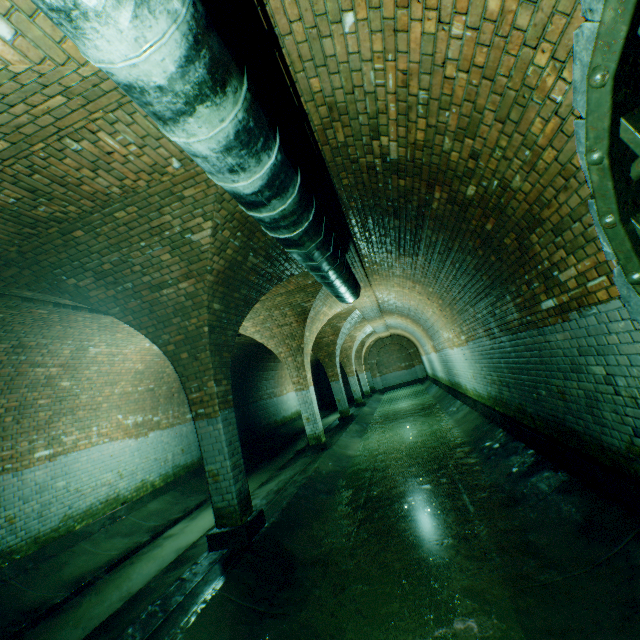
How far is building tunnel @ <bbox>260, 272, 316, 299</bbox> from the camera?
7.5 meters

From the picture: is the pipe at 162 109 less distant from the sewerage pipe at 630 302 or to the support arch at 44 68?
the support arch at 44 68

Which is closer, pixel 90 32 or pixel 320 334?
pixel 90 32

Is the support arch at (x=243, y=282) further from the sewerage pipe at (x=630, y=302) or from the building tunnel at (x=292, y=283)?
the sewerage pipe at (x=630, y=302)

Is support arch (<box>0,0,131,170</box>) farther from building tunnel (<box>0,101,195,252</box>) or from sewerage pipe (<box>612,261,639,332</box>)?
sewerage pipe (<box>612,261,639,332</box>)

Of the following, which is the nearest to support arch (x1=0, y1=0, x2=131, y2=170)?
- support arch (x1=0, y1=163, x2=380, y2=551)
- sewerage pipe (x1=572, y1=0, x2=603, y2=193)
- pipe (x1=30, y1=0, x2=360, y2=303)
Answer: pipe (x1=30, y1=0, x2=360, y2=303)

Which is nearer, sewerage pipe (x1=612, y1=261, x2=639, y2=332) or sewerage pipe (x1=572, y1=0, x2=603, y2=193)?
sewerage pipe (x1=572, y1=0, x2=603, y2=193)

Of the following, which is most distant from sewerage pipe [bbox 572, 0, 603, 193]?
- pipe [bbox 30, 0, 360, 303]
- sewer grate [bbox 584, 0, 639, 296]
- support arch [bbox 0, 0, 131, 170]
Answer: support arch [bbox 0, 0, 131, 170]
